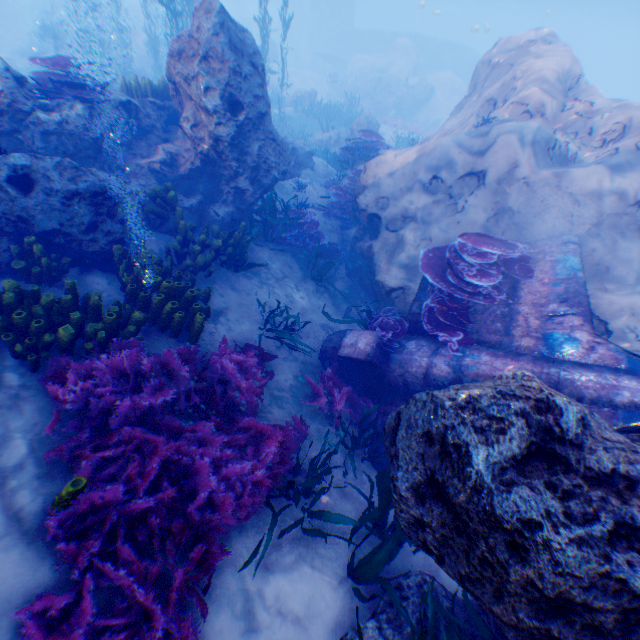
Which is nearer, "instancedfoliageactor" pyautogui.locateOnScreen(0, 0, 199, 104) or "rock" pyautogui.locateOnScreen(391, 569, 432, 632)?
"rock" pyautogui.locateOnScreen(391, 569, 432, 632)

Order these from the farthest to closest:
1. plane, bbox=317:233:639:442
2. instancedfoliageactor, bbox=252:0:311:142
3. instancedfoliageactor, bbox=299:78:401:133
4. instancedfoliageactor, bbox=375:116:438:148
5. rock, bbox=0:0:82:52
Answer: rock, bbox=0:0:82:52 < instancedfoliageactor, bbox=299:78:401:133 < instancedfoliageactor, bbox=375:116:438:148 < instancedfoliageactor, bbox=252:0:311:142 < plane, bbox=317:233:639:442

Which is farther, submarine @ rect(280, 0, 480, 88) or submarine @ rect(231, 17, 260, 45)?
submarine @ rect(231, 17, 260, 45)

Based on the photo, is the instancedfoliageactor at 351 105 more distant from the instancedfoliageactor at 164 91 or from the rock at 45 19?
the instancedfoliageactor at 164 91

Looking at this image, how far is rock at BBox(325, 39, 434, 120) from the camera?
26.62m

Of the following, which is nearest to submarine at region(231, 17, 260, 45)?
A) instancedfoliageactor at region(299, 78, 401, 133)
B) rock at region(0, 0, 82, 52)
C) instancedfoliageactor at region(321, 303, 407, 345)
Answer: rock at region(0, 0, 82, 52)

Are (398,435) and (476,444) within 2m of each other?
yes

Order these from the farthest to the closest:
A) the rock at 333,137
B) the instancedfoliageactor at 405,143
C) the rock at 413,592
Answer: the instancedfoliageactor at 405,143
the rock at 333,137
the rock at 413,592
